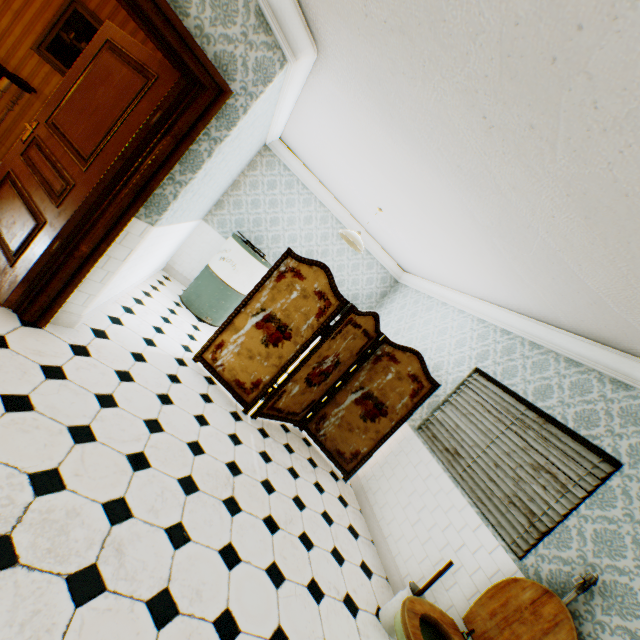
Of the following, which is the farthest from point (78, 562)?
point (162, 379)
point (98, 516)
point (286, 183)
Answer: point (286, 183)

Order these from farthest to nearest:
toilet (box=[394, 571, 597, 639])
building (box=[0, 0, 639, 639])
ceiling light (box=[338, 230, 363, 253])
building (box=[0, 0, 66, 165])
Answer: ceiling light (box=[338, 230, 363, 253]) → building (box=[0, 0, 66, 165]) → toilet (box=[394, 571, 597, 639]) → building (box=[0, 0, 639, 639])

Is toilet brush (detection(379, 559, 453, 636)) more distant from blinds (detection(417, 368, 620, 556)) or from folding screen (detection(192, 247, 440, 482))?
folding screen (detection(192, 247, 440, 482))

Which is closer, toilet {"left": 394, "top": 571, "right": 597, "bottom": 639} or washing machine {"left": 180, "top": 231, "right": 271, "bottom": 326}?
toilet {"left": 394, "top": 571, "right": 597, "bottom": 639}

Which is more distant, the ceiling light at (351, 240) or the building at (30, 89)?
the ceiling light at (351, 240)

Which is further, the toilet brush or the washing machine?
the washing machine

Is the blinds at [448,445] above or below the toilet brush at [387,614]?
above

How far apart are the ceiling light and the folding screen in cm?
101
